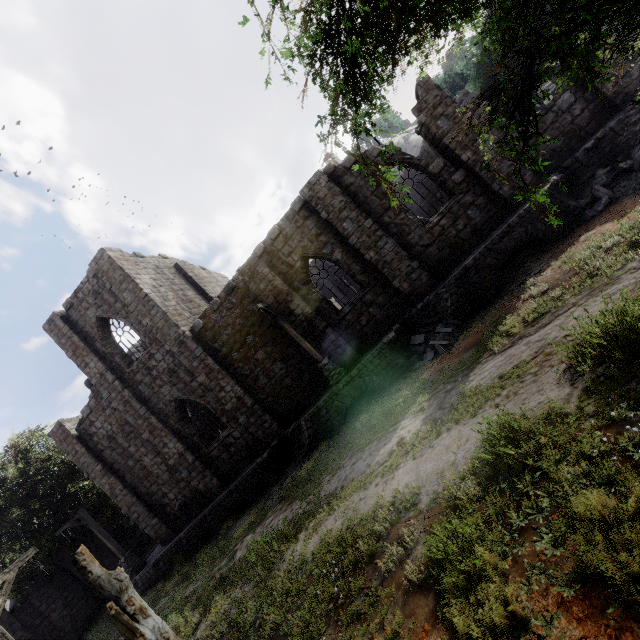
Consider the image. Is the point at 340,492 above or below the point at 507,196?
below

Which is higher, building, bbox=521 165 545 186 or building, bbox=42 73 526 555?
building, bbox=42 73 526 555

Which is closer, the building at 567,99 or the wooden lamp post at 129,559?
the building at 567,99

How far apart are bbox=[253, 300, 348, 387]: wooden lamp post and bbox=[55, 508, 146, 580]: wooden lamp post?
15.49m

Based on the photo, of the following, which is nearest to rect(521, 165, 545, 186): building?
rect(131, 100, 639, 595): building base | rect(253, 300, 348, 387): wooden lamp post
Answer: rect(131, 100, 639, 595): building base

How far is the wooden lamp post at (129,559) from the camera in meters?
17.3

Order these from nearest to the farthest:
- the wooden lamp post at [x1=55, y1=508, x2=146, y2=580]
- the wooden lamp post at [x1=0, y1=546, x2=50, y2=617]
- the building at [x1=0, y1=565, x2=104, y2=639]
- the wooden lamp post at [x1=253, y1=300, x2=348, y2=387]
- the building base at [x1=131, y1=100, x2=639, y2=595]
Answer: the wooden lamp post at [x1=0, y1=546, x2=50, y2=617]
the building base at [x1=131, y1=100, x2=639, y2=595]
the wooden lamp post at [x1=253, y1=300, x2=348, y2=387]
the wooden lamp post at [x1=55, y1=508, x2=146, y2=580]
the building at [x1=0, y1=565, x2=104, y2=639]

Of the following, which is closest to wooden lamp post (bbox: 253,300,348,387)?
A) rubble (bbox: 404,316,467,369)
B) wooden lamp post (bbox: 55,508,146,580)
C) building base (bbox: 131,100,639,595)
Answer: building base (bbox: 131,100,639,595)
